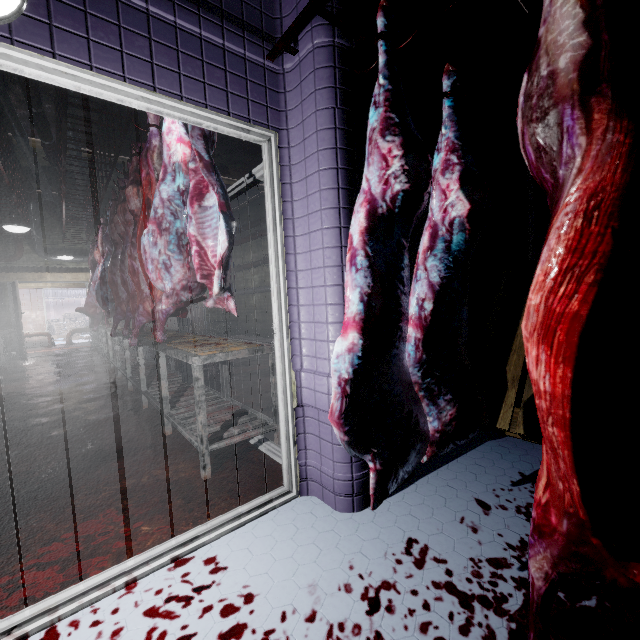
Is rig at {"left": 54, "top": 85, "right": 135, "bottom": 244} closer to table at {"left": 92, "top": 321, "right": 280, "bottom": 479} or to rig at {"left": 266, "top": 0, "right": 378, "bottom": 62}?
rig at {"left": 266, "top": 0, "right": 378, "bottom": 62}

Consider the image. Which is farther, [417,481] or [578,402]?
[417,481]

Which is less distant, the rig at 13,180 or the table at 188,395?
the table at 188,395

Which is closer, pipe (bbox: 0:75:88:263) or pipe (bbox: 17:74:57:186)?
pipe (bbox: 17:74:57:186)

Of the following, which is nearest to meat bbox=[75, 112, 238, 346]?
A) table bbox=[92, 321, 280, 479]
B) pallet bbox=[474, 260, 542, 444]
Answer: table bbox=[92, 321, 280, 479]

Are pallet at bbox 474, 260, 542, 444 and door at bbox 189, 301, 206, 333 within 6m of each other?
no

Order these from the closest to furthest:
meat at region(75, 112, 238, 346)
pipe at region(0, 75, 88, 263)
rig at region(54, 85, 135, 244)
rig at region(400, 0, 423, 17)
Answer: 1. rig at region(400, 0, 423, 17)
2. meat at region(75, 112, 238, 346)
3. rig at region(54, 85, 135, 244)
4. pipe at region(0, 75, 88, 263)

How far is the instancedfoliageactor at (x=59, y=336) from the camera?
15.11m
